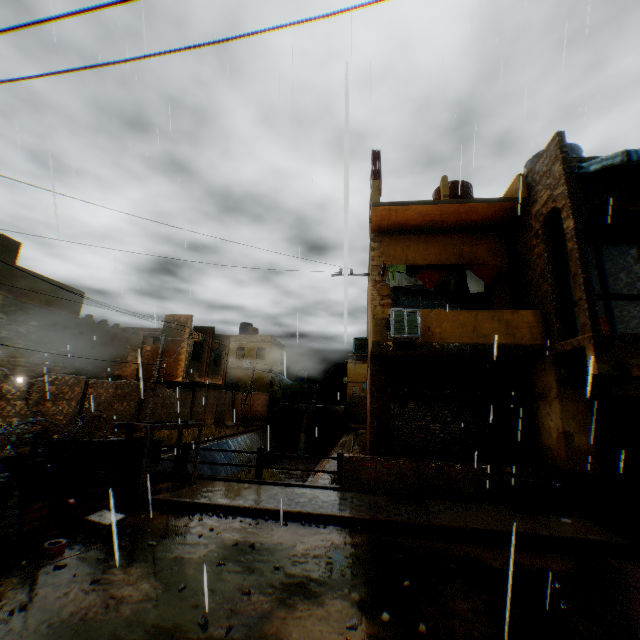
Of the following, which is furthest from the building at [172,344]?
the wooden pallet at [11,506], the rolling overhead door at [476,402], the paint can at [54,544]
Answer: the paint can at [54,544]

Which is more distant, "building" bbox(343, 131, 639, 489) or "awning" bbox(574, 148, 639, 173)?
"building" bbox(343, 131, 639, 489)

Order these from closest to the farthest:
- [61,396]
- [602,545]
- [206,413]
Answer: [602,545], [61,396], [206,413]

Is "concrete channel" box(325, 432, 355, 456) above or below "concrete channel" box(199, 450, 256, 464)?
above

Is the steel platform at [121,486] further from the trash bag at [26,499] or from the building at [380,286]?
the building at [380,286]

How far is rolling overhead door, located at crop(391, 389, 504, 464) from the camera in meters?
9.9

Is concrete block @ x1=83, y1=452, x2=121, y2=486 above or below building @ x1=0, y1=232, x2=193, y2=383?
below

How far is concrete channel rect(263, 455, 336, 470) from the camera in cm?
1614
